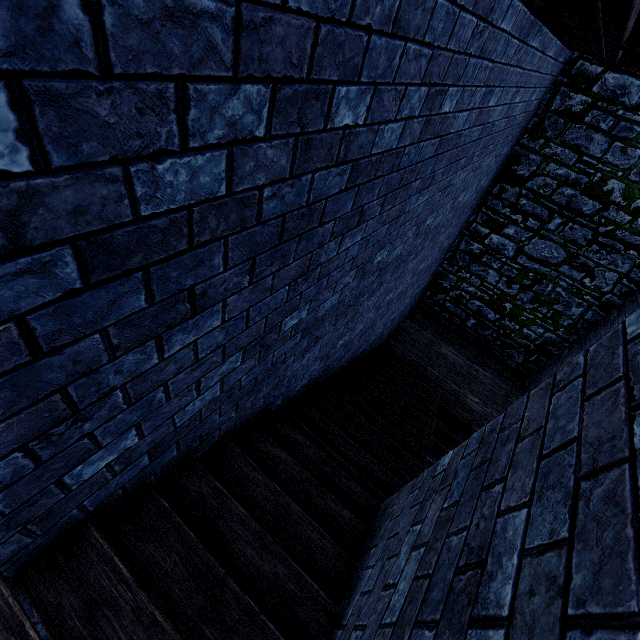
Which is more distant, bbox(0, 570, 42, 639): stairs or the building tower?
the building tower

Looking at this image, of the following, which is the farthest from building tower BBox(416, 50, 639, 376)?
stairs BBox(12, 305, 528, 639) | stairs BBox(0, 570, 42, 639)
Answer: stairs BBox(0, 570, 42, 639)

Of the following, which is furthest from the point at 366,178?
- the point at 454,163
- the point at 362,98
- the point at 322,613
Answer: the point at 322,613

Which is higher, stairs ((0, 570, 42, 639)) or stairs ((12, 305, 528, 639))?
stairs ((0, 570, 42, 639))

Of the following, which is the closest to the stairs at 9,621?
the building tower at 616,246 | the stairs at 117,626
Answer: the stairs at 117,626

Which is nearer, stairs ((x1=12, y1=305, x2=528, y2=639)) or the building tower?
stairs ((x1=12, y1=305, x2=528, y2=639))

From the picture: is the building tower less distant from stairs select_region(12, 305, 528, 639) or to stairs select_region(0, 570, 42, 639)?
stairs select_region(12, 305, 528, 639)
